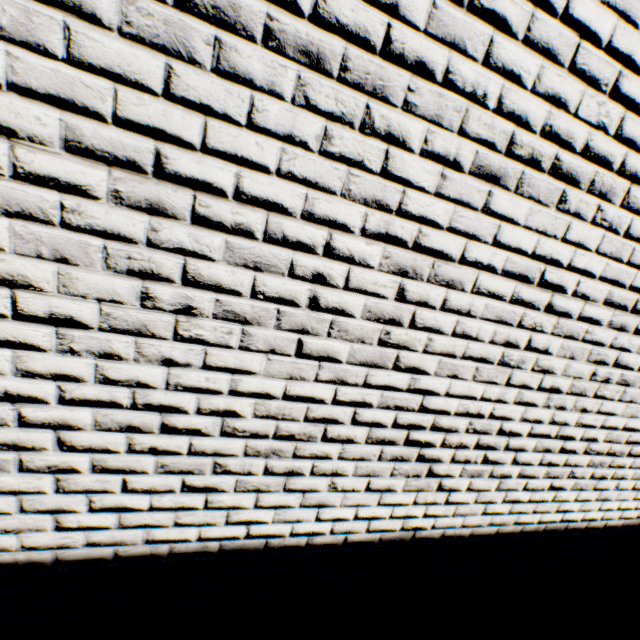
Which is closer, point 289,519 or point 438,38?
point 438,38
